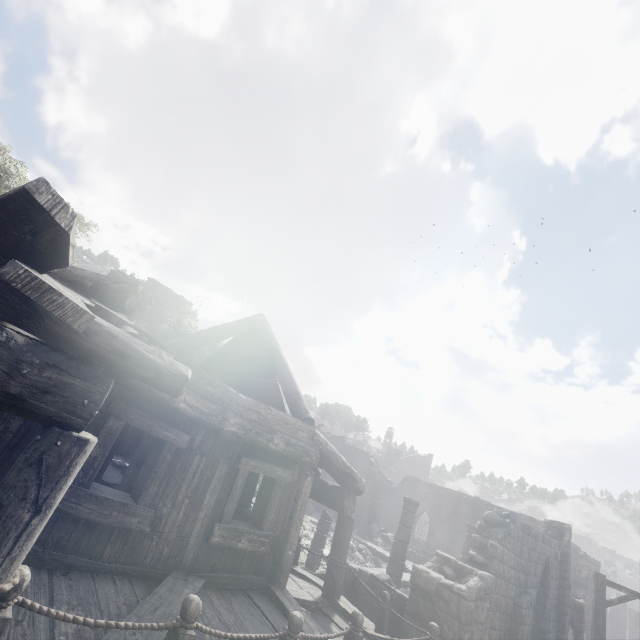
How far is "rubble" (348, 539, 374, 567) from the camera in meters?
19.1 m

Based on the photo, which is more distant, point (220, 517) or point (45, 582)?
point (220, 517)

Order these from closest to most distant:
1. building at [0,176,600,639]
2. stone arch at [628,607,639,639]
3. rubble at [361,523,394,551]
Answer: building at [0,176,600,639] → rubble at [361,523,394,551] → stone arch at [628,607,639,639]

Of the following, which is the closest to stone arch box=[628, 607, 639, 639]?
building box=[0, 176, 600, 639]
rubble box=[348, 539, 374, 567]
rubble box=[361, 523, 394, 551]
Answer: building box=[0, 176, 600, 639]

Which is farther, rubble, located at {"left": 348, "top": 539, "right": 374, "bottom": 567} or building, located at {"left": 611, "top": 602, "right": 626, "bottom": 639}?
building, located at {"left": 611, "top": 602, "right": 626, "bottom": 639}

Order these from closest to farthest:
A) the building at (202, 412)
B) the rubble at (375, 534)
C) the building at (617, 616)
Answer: the building at (202, 412) → the rubble at (375, 534) → the building at (617, 616)

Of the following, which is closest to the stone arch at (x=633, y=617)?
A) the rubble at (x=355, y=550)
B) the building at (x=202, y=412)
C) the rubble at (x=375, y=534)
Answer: the building at (x=202, y=412)

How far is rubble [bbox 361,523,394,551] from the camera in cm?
2558
